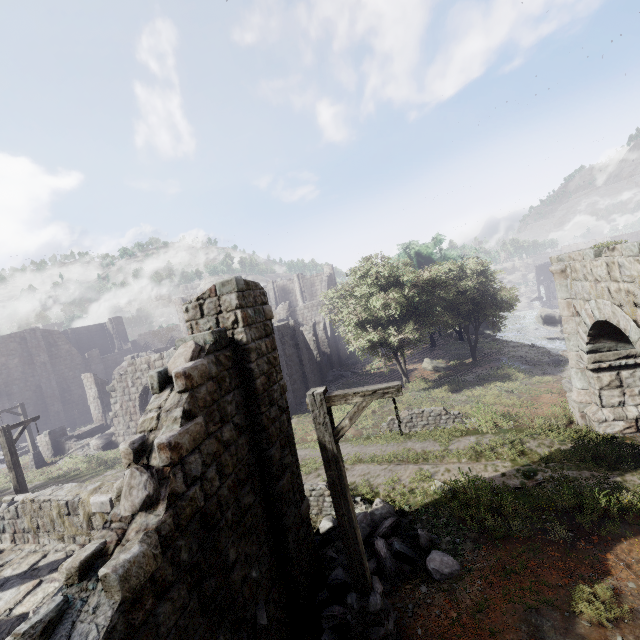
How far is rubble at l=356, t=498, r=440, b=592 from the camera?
7.1 meters

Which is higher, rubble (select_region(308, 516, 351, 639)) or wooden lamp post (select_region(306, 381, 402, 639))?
wooden lamp post (select_region(306, 381, 402, 639))

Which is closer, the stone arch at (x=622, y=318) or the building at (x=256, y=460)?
the building at (x=256, y=460)

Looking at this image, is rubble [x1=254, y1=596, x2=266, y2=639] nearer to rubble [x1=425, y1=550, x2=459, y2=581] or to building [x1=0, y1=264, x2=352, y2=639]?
A: building [x1=0, y1=264, x2=352, y2=639]

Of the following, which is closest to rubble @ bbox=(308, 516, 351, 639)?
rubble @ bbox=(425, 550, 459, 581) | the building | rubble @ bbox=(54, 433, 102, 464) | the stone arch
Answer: rubble @ bbox=(425, 550, 459, 581)

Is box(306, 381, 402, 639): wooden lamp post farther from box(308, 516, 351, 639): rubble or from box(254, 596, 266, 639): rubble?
box(254, 596, 266, 639): rubble

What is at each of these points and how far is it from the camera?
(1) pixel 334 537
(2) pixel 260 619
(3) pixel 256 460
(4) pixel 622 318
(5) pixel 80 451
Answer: (1) rubble, 8.27m
(2) rubble, 5.23m
(3) building, 6.34m
(4) stone arch, 8.01m
(5) rubble, 23.00m

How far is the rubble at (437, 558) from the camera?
6.8m
